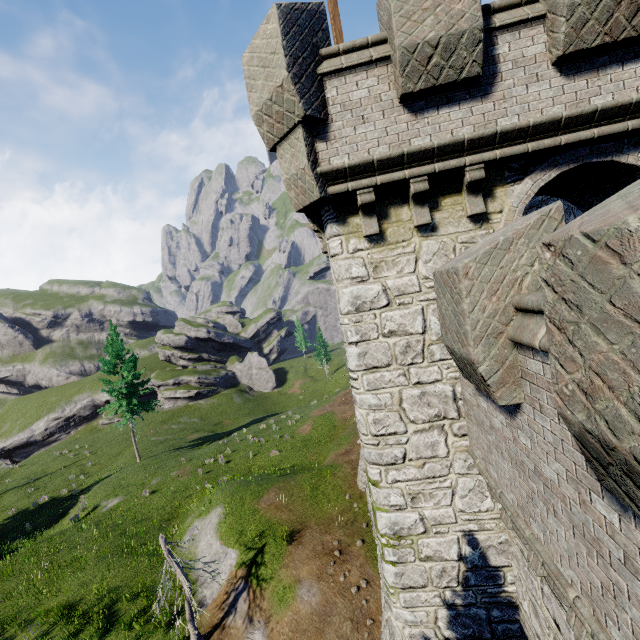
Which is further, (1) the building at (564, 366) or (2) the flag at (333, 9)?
(2) the flag at (333, 9)

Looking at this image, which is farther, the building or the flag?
the flag

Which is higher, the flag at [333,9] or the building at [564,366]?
the flag at [333,9]

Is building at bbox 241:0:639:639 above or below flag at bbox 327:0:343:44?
below

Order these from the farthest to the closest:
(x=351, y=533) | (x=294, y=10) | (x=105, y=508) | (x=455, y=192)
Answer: (x=105, y=508), (x=351, y=533), (x=455, y=192), (x=294, y=10)
